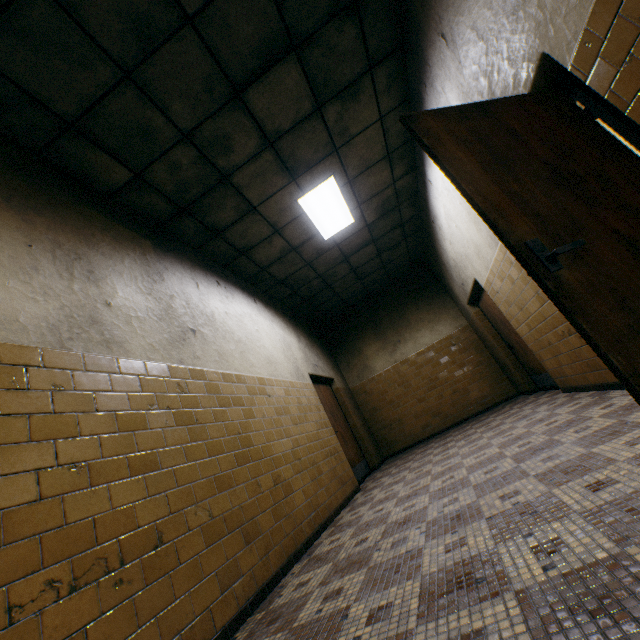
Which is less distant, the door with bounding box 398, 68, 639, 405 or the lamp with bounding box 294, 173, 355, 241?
the door with bounding box 398, 68, 639, 405

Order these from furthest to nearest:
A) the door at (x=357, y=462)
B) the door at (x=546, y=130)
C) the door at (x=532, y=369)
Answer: the door at (x=357, y=462)
the door at (x=532, y=369)
the door at (x=546, y=130)

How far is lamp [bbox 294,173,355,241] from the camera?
4.7m

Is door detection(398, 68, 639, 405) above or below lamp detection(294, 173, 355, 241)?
below

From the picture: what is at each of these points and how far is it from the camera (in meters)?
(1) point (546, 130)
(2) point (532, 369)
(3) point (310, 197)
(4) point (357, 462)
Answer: (1) door, 1.96
(2) door, 6.04
(3) lamp, 4.75
(4) door, 6.52

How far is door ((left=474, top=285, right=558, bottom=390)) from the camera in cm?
565

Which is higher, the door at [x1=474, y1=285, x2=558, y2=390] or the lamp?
the lamp

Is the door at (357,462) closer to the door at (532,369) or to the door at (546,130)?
the door at (532,369)
